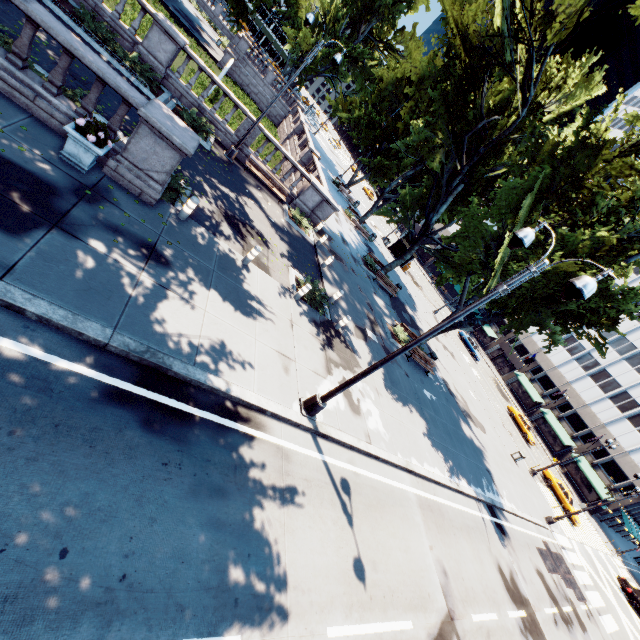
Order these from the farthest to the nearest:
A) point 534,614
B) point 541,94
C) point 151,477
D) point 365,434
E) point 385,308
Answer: point 385,308, point 541,94, point 534,614, point 365,434, point 151,477

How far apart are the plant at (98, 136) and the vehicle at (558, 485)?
44.3m

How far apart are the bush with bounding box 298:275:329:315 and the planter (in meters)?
7.56

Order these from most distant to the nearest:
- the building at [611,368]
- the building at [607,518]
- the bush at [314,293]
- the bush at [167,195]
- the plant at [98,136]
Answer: the building at [611,368], the building at [607,518], the bush at [314,293], the bush at [167,195], the plant at [98,136]

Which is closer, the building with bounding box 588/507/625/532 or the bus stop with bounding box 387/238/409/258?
the bus stop with bounding box 387/238/409/258

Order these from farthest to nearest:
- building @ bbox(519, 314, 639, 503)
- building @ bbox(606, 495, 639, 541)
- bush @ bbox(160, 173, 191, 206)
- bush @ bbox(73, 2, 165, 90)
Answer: building @ bbox(519, 314, 639, 503) < building @ bbox(606, 495, 639, 541) < bush @ bbox(73, 2, 165, 90) < bush @ bbox(160, 173, 191, 206)

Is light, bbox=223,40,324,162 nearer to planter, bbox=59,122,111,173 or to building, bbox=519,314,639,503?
planter, bbox=59,122,111,173

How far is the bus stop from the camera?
43.69m
